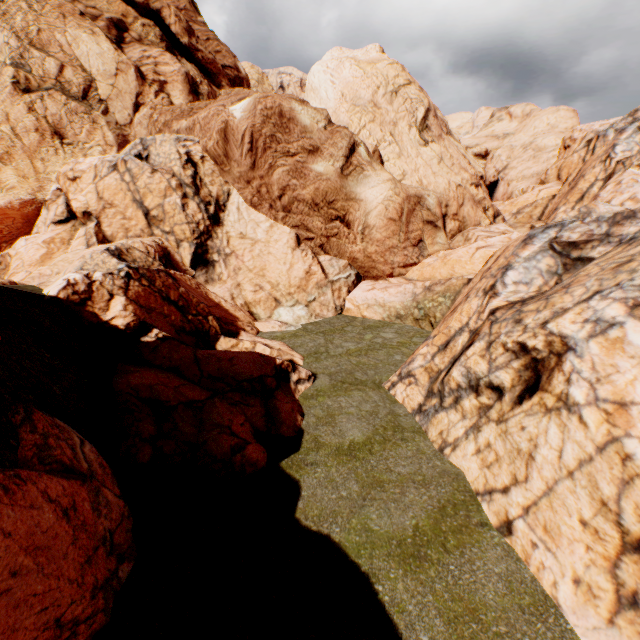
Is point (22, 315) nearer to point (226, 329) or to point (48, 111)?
point (226, 329)

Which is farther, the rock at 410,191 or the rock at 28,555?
the rock at 410,191

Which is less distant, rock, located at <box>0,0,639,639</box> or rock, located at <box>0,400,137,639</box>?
rock, located at <box>0,400,137,639</box>
